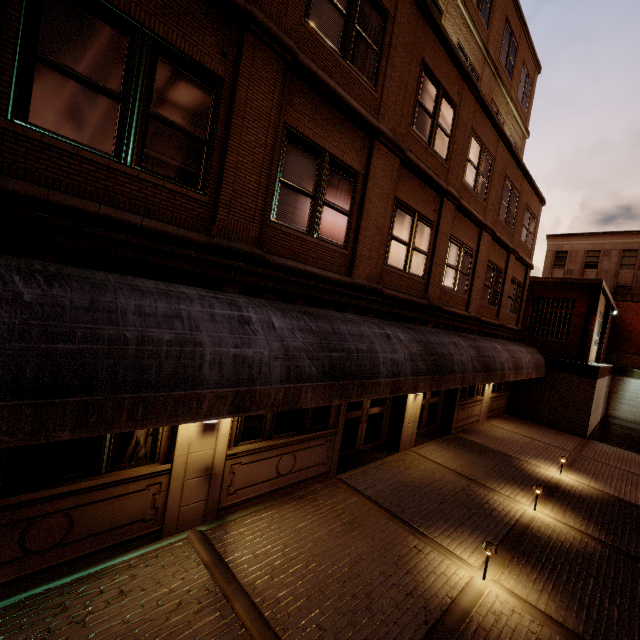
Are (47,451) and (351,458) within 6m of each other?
no

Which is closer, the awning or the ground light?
the awning

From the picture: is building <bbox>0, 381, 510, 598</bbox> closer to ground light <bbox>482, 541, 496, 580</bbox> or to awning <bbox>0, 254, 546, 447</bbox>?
awning <bbox>0, 254, 546, 447</bbox>

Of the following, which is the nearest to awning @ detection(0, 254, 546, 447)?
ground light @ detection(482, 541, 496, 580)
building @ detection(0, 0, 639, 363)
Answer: building @ detection(0, 0, 639, 363)

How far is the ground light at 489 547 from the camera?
5.2m

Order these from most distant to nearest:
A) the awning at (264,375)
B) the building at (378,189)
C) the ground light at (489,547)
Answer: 1. the ground light at (489,547)
2. the building at (378,189)
3. the awning at (264,375)

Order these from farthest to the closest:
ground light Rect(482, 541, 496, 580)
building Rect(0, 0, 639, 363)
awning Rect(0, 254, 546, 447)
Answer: ground light Rect(482, 541, 496, 580) < building Rect(0, 0, 639, 363) < awning Rect(0, 254, 546, 447)

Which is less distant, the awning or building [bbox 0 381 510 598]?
the awning
